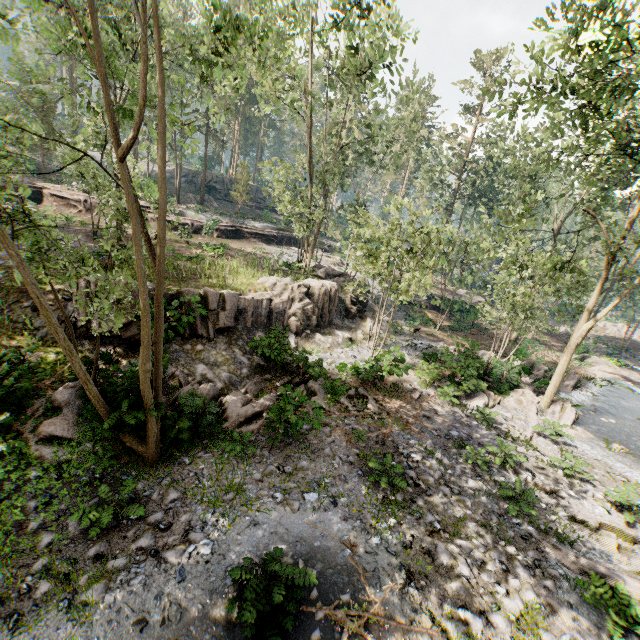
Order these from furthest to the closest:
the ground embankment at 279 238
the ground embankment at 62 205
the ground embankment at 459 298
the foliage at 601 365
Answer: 1. the ground embankment at 459 298
2. the ground embankment at 279 238
3. the ground embankment at 62 205
4. the foliage at 601 365

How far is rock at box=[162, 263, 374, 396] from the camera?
13.09m

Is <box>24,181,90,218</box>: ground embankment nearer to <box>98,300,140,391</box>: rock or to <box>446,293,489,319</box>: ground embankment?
<box>98,300,140,391</box>: rock

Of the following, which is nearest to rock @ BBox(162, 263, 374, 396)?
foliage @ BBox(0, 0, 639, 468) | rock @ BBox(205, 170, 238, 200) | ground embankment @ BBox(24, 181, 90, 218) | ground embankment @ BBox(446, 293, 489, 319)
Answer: foliage @ BBox(0, 0, 639, 468)

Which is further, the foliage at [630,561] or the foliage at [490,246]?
the foliage at [630,561]

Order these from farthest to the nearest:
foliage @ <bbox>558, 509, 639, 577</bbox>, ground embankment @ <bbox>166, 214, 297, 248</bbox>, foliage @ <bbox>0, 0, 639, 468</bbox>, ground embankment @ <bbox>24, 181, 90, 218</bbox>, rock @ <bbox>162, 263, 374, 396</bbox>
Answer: ground embankment @ <bbox>166, 214, 297, 248</bbox> → ground embankment @ <bbox>24, 181, 90, 218</bbox> → rock @ <bbox>162, 263, 374, 396</bbox> → foliage @ <bbox>558, 509, 639, 577</bbox> → foliage @ <bbox>0, 0, 639, 468</bbox>

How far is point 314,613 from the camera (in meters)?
6.66

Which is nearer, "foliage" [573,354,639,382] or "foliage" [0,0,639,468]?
"foliage" [0,0,639,468]
